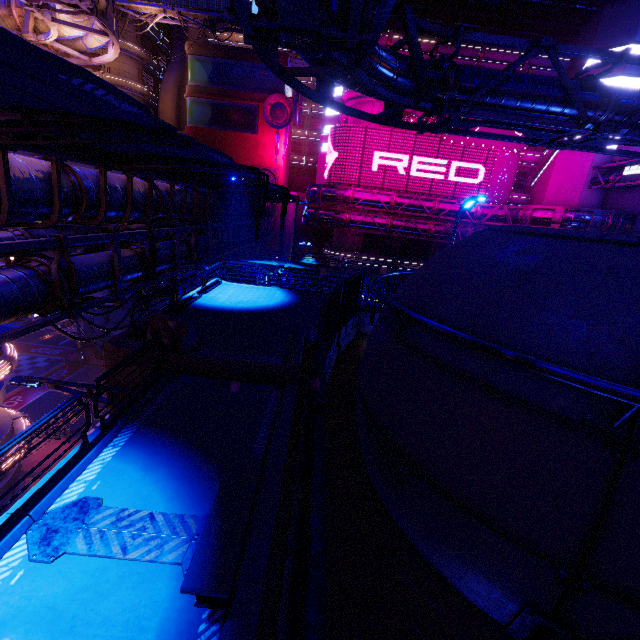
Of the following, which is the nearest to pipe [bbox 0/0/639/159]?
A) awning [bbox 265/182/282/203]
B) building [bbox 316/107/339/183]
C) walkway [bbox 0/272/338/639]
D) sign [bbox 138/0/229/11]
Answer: walkway [bbox 0/272/338/639]

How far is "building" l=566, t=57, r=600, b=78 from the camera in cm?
3259

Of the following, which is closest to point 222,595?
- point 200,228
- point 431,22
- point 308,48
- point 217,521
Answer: point 217,521

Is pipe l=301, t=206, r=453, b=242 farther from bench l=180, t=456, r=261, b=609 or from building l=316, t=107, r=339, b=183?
building l=316, t=107, r=339, b=183

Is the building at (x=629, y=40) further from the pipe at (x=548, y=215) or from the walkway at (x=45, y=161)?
the walkway at (x=45, y=161)

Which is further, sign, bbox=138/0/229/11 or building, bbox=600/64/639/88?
sign, bbox=138/0/229/11

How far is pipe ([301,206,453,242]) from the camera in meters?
37.5 m

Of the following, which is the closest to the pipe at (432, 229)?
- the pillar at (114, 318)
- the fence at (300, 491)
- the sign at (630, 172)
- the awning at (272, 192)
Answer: the sign at (630, 172)
